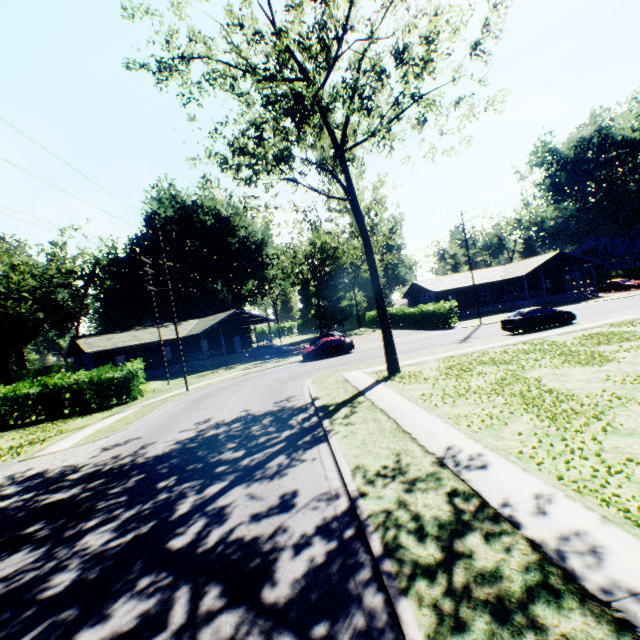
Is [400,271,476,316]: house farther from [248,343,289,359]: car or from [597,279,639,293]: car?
[248,343,289,359]: car

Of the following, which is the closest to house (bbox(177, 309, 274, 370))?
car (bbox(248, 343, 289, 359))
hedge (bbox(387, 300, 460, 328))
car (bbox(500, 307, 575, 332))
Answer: car (bbox(248, 343, 289, 359))

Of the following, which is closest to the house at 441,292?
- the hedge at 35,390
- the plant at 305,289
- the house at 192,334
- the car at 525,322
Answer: the car at 525,322

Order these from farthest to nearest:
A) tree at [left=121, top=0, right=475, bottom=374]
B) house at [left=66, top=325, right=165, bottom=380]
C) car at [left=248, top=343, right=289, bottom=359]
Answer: car at [left=248, top=343, right=289, bottom=359] < house at [left=66, top=325, right=165, bottom=380] < tree at [left=121, top=0, right=475, bottom=374]

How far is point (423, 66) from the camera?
11.8 meters

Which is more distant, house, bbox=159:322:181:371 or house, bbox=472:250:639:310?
house, bbox=472:250:639:310

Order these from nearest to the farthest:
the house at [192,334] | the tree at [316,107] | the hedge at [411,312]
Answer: the tree at [316,107] < the hedge at [411,312] < the house at [192,334]

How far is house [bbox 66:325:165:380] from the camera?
34.7 meters
